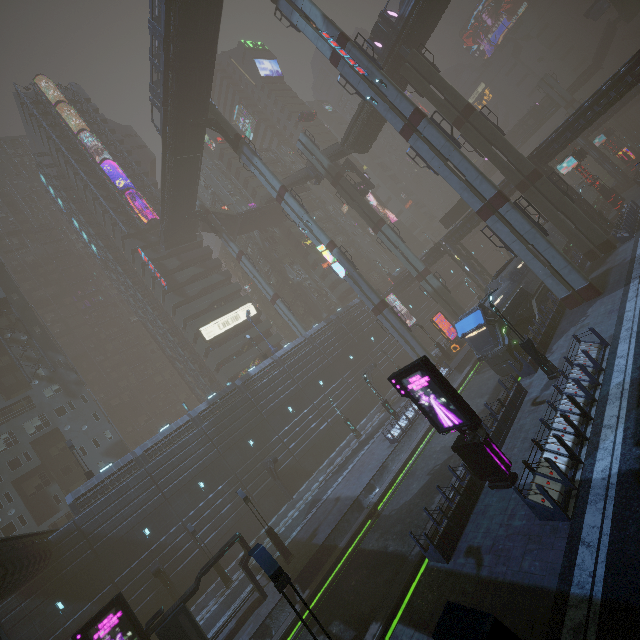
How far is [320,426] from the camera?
39.3m

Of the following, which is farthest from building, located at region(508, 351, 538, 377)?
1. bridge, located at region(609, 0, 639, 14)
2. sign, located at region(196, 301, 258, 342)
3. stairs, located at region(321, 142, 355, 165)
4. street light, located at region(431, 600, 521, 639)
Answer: bridge, located at region(609, 0, 639, 14)

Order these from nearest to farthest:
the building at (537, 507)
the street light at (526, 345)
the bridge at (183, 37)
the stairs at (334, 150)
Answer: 1. the building at (537, 507)
2. the street light at (526, 345)
3. the bridge at (183, 37)
4. the stairs at (334, 150)

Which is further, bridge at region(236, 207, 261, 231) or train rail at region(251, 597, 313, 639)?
bridge at region(236, 207, 261, 231)

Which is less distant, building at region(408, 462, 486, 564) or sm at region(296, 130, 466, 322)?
building at region(408, 462, 486, 564)

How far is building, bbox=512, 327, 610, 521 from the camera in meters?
10.2

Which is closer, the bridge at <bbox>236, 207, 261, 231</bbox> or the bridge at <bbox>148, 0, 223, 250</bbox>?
the bridge at <bbox>148, 0, 223, 250</bbox>

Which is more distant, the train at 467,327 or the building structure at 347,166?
the building structure at 347,166
